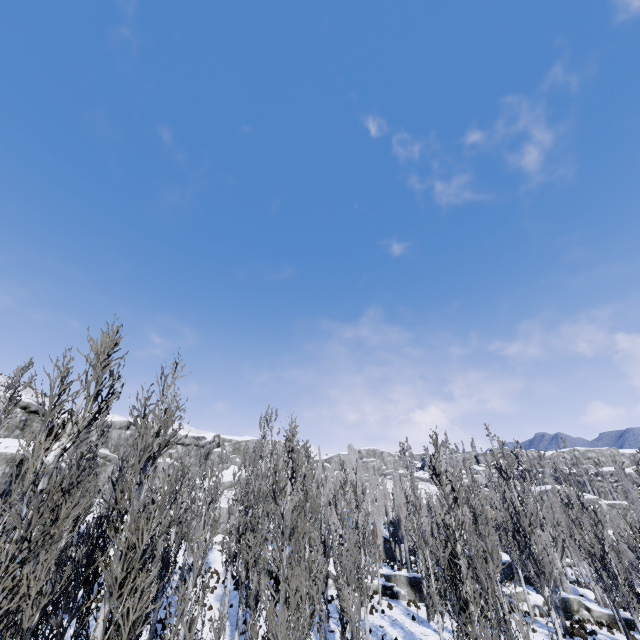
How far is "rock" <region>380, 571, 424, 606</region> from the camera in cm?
2500

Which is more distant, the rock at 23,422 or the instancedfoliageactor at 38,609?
the rock at 23,422

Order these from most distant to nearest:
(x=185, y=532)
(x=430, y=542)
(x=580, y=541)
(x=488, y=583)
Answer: (x=580, y=541), (x=430, y=542), (x=185, y=532), (x=488, y=583)

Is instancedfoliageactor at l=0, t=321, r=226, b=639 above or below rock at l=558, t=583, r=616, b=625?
above

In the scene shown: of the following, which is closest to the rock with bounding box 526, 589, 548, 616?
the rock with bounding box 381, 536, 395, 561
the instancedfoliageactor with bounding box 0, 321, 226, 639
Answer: the instancedfoliageactor with bounding box 0, 321, 226, 639

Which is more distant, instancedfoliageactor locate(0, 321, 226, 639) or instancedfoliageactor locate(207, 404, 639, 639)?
instancedfoliageactor locate(207, 404, 639, 639)

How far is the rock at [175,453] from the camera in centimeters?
5410cm

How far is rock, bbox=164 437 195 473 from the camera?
54.1 meters
